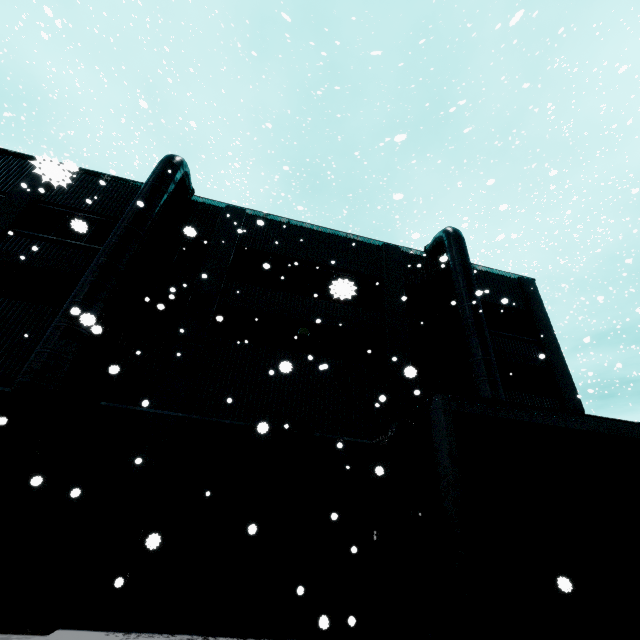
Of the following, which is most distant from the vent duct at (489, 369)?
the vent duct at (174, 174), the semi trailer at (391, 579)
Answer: the vent duct at (174, 174)

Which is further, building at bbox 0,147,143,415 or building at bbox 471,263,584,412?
building at bbox 471,263,584,412

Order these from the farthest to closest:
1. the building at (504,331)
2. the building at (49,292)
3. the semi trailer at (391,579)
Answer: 1. the building at (504,331)
2. the building at (49,292)
3. the semi trailer at (391,579)

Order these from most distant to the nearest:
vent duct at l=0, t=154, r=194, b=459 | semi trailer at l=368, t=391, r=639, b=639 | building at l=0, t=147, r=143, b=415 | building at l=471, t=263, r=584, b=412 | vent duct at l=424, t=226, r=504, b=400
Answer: building at l=471, t=263, r=584, b=412 < vent duct at l=424, t=226, r=504, b=400 < building at l=0, t=147, r=143, b=415 < vent duct at l=0, t=154, r=194, b=459 < semi trailer at l=368, t=391, r=639, b=639

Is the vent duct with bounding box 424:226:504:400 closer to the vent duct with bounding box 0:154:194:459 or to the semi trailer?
the semi trailer

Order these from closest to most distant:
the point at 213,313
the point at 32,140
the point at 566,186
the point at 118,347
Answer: the point at 118,347
the point at 213,313
the point at 566,186
the point at 32,140

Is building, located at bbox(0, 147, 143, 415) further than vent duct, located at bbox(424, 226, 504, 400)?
No
